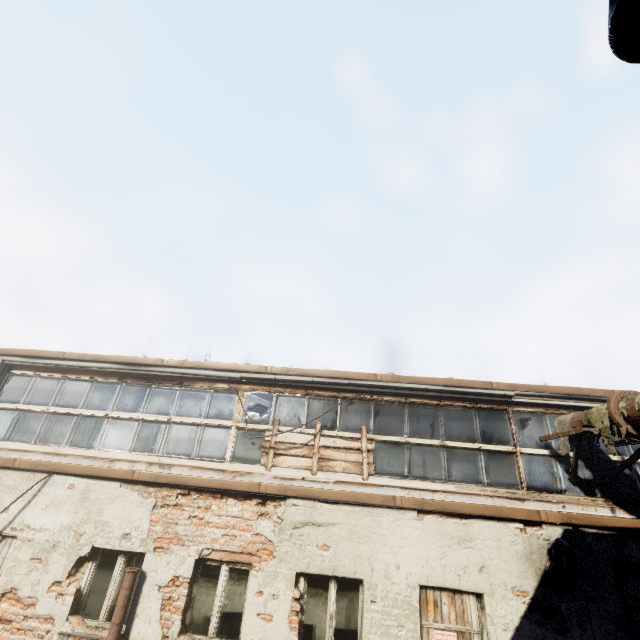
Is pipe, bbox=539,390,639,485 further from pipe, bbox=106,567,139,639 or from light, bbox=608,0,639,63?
pipe, bbox=106,567,139,639

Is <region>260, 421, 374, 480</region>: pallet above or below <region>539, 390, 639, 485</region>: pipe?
below

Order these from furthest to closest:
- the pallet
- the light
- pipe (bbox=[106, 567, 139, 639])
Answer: the pallet, pipe (bbox=[106, 567, 139, 639]), the light

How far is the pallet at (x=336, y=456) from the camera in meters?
6.6

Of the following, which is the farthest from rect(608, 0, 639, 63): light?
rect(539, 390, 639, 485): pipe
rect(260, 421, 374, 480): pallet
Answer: rect(260, 421, 374, 480): pallet

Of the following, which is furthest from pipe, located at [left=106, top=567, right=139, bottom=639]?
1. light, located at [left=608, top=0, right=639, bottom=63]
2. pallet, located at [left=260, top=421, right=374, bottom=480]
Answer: light, located at [left=608, top=0, right=639, bottom=63]

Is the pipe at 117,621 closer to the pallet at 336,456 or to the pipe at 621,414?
the pallet at 336,456

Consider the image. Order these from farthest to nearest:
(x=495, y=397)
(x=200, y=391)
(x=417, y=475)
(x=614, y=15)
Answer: (x=200, y=391) → (x=495, y=397) → (x=417, y=475) → (x=614, y=15)
